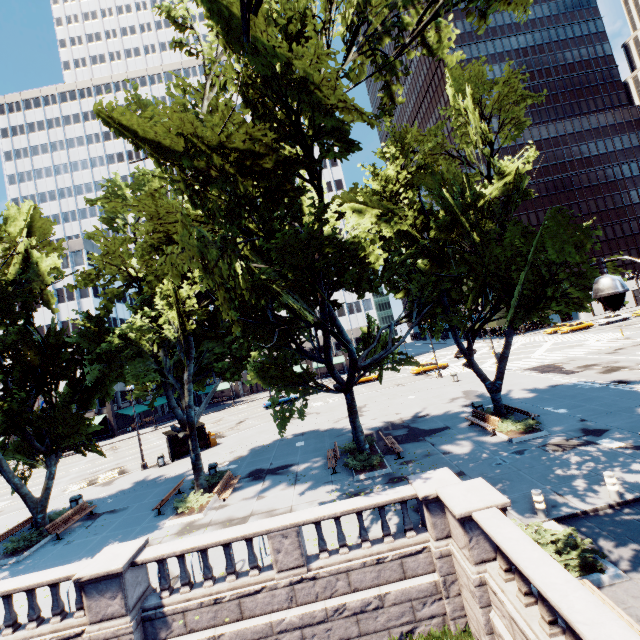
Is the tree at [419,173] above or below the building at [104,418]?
above

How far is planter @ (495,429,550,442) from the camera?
Result: 16.4m

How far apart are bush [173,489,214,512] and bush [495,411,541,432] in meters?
17.4

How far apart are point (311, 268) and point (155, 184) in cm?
1511

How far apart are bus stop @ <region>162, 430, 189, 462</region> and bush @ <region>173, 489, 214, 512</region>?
11.5m

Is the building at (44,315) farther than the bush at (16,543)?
Yes

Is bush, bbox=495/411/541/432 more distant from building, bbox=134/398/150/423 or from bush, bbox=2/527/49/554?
building, bbox=134/398/150/423

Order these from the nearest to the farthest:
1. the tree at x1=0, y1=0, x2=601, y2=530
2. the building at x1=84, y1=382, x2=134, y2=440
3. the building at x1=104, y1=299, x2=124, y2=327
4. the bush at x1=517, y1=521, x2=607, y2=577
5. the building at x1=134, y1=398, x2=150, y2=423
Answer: the bush at x1=517, y1=521, x2=607, y2=577, the tree at x1=0, y1=0, x2=601, y2=530, the building at x1=84, y1=382, x2=134, y2=440, the building at x1=134, y1=398, x2=150, y2=423, the building at x1=104, y1=299, x2=124, y2=327
